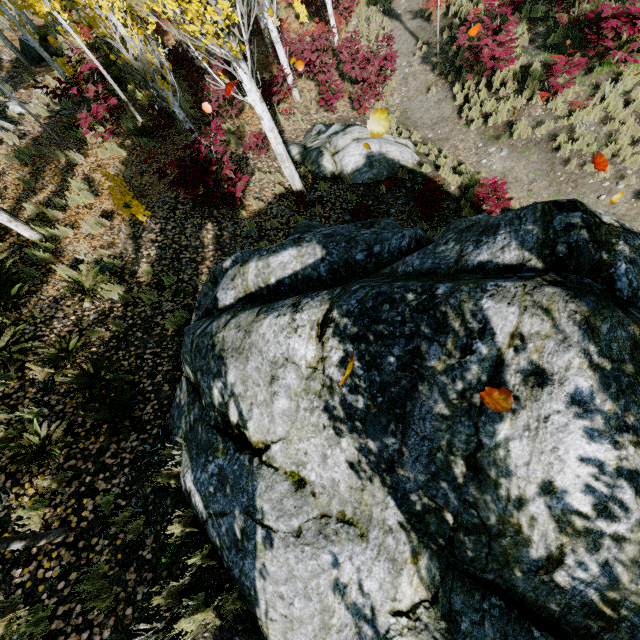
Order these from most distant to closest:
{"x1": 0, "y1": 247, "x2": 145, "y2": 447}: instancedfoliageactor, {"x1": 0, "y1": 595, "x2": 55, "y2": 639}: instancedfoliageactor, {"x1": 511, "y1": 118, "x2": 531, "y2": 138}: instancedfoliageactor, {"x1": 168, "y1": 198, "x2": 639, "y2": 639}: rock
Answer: {"x1": 511, "y1": 118, "x2": 531, "y2": 138}: instancedfoliageactor → {"x1": 0, "y1": 247, "x2": 145, "y2": 447}: instancedfoliageactor → {"x1": 0, "y1": 595, "x2": 55, "y2": 639}: instancedfoliageactor → {"x1": 168, "y1": 198, "x2": 639, "y2": 639}: rock

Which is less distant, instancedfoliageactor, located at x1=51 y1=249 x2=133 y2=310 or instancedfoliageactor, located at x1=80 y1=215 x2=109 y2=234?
instancedfoliageactor, located at x1=51 y1=249 x2=133 y2=310

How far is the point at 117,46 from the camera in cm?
679

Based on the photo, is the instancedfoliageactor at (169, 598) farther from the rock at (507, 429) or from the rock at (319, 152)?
the rock at (319, 152)

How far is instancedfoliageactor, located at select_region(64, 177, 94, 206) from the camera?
7.9 meters

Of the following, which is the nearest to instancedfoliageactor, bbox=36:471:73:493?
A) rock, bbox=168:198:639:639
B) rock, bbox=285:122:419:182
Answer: rock, bbox=168:198:639:639
